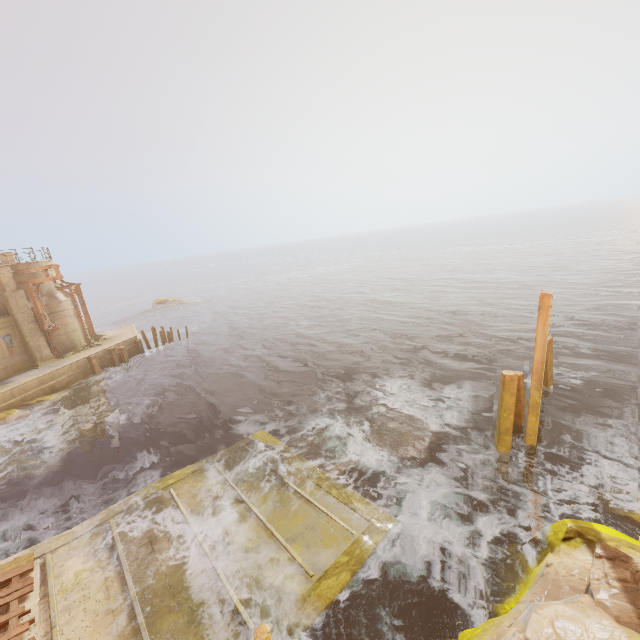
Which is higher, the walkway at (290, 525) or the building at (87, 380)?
the building at (87, 380)

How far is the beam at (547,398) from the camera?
13.1 meters

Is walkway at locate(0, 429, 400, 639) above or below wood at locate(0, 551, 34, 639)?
below

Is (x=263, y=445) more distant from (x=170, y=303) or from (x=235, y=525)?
(x=170, y=303)

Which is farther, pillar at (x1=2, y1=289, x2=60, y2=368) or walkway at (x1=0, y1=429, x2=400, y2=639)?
pillar at (x1=2, y1=289, x2=60, y2=368)

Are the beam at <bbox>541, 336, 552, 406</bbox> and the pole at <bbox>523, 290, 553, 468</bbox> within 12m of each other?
→ yes

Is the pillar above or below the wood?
above

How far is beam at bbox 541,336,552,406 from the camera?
13.1 meters
